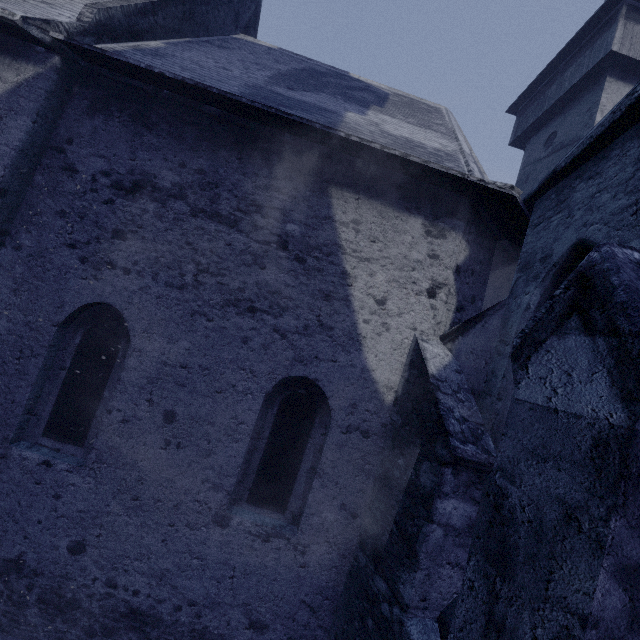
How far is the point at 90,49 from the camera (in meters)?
4.07
